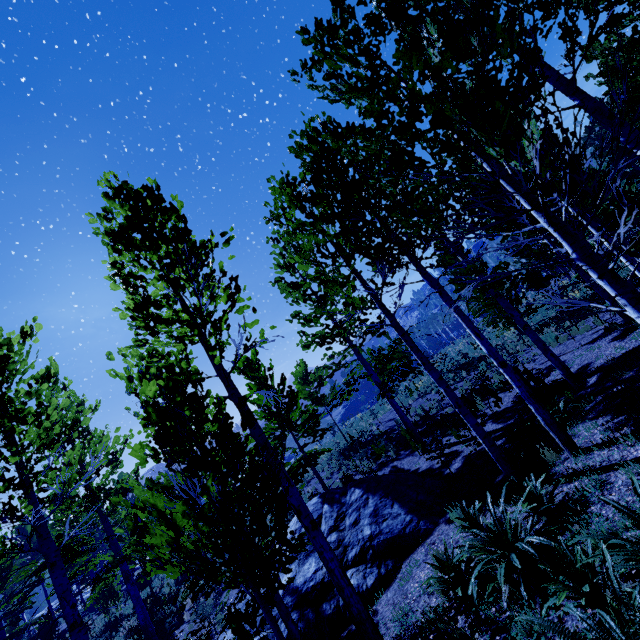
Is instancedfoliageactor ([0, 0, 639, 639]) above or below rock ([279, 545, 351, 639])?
above

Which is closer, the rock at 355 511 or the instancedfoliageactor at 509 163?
the instancedfoliageactor at 509 163

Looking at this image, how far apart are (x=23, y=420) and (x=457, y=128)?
7.68m

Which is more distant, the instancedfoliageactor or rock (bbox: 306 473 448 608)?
rock (bbox: 306 473 448 608)

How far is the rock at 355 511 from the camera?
7.2m

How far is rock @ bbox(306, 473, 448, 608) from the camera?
7.2m
